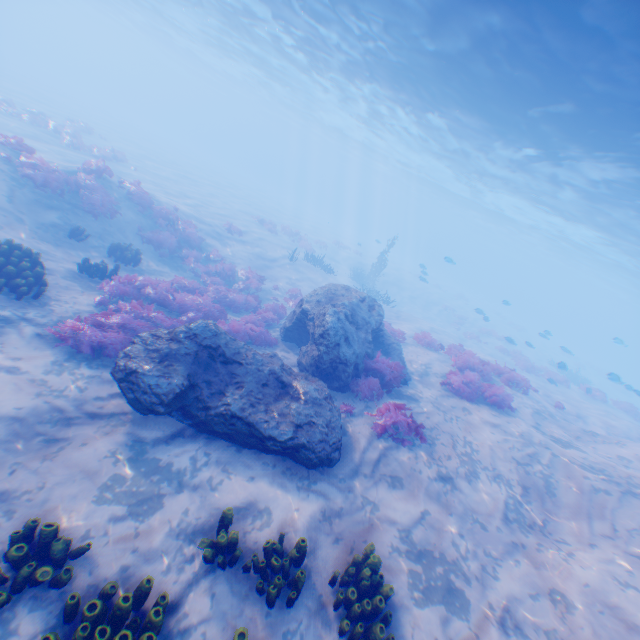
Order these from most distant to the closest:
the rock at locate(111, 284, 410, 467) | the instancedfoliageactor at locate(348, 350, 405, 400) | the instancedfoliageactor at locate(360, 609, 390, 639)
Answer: the instancedfoliageactor at locate(348, 350, 405, 400) < the rock at locate(111, 284, 410, 467) < the instancedfoliageactor at locate(360, 609, 390, 639)

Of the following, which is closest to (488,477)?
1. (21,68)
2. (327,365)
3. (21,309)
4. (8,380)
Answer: (327,365)

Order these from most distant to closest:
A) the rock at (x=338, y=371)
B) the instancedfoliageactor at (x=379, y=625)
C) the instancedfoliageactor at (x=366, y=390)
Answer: the instancedfoliageactor at (x=366, y=390), the rock at (x=338, y=371), the instancedfoliageactor at (x=379, y=625)

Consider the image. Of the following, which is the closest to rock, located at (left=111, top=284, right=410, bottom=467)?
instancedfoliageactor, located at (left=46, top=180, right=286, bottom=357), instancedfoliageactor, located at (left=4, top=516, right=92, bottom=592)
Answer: instancedfoliageactor, located at (left=46, top=180, right=286, bottom=357)

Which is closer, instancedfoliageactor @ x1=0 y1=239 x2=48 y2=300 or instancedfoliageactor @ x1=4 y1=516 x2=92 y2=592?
instancedfoliageactor @ x1=4 y1=516 x2=92 y2=592

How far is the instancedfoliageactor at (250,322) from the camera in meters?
8.1
